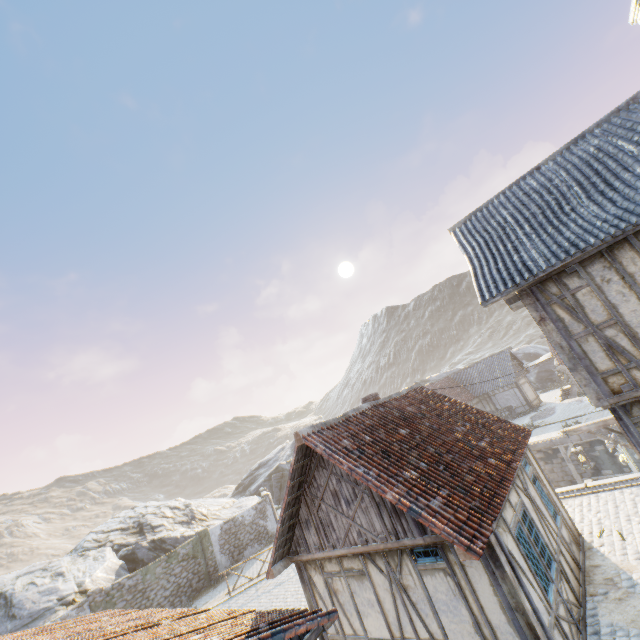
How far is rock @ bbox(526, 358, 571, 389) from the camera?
37.16m

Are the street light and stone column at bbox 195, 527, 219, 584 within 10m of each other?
no

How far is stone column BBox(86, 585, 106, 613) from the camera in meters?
→ 16.9

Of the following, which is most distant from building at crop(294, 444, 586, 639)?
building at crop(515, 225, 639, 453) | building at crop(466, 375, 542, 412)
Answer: building at crop(466, 375, 542, 412)

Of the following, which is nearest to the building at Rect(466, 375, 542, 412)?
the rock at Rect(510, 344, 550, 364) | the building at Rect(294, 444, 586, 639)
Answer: the rock at Rect(510, 344, 550, 364)

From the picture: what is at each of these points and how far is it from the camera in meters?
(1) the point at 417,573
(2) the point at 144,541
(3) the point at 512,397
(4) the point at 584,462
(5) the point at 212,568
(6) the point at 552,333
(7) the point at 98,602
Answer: (1) building, 7.0 m
(2) rock, 24.1 m
(3) building, 31.5 m
(4) street light, 9.4 m
(5) stone column, 21.3 m
(6) building, 7.3 m
(7) stone column, 17.1 m

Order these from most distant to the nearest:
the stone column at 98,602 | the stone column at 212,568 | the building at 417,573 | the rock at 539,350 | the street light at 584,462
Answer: the rock at 539,350
the stone column at 212,568
the stone column at 98,602
the street light at 584,462
the building at 417,573

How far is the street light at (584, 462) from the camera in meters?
9.4
